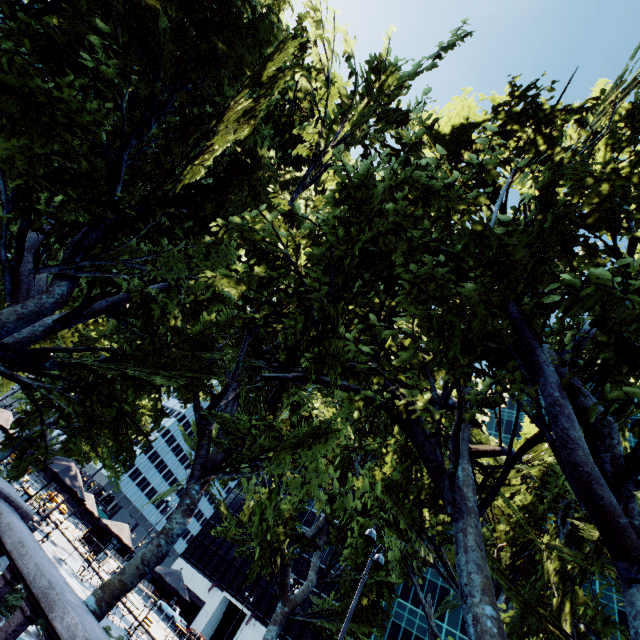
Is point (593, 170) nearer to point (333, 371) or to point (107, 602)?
point (333, 371)

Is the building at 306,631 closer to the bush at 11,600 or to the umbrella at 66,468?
the bush at 11,600

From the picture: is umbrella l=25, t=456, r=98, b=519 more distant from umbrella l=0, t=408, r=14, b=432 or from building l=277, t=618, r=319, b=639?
building l=277, t=618, r=319, b=639

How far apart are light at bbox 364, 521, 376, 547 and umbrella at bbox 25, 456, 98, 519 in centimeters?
1021cm

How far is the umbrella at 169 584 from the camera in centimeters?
1573cm

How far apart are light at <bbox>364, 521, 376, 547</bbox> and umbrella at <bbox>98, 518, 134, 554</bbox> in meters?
14.6

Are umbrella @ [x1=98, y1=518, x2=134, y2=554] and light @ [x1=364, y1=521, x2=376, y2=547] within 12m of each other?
no

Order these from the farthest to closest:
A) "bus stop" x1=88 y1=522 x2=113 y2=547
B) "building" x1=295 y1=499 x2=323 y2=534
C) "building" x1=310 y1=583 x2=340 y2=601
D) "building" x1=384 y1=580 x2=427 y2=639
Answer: "building" x1=295 y1=499 x2=323 y2=534
"building" x1=310 y1=583 x2=340 y2=601
"building" x1=384 y1=580 x2=427 y2=639
"bus stop" x1=88 y1=522 x2=113 y2=547
